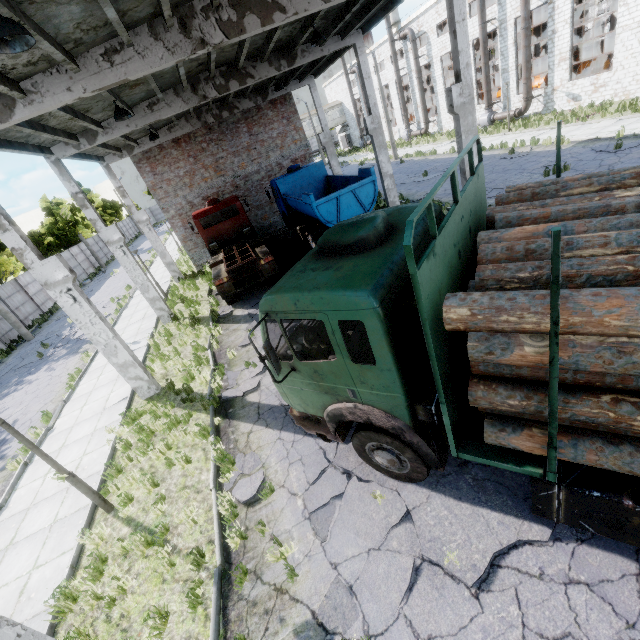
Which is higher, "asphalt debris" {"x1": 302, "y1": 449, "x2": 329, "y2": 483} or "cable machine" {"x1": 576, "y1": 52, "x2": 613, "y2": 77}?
"cable machine" {"x1": 576, "y1": 52, "x2": 613, "y2": 77}

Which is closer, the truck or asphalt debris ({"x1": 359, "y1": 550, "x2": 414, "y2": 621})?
the truck

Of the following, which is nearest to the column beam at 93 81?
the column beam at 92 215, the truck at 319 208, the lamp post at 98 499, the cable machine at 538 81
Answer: the truck at 319 208

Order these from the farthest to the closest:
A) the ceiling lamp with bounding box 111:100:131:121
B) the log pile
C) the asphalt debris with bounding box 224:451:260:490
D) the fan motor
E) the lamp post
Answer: the fan motor, the ceiling lamp with bounding box 111:100:131:121, the asphalt debris with bounding box 224:451:260:490, the lamp post, the log pile

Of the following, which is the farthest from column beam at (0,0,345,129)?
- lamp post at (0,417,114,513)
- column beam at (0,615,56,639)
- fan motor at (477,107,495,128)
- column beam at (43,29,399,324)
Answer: fan motor at (477,107,495,128)

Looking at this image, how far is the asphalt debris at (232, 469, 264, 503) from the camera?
6.0m

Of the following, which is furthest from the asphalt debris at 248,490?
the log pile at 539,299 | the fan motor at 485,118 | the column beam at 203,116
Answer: the fan motor at 485,118

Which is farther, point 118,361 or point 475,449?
point 118,361
